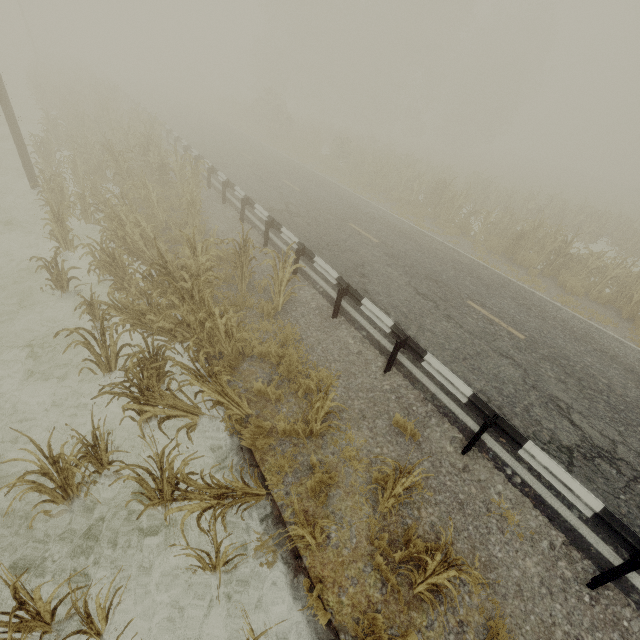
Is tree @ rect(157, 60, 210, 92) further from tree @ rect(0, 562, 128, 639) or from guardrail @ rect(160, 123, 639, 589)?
tree @ rect(0, 562, 128, 639)

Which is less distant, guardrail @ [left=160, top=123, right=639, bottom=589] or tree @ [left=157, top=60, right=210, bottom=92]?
guardrail @ [left=160, top=123, right=639, bottom=589]

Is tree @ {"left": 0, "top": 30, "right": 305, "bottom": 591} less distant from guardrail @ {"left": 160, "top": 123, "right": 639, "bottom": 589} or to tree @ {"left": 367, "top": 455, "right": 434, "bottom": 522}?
tree @ {"left": 367, "top": 455, "right": 434, "bottom": 522}

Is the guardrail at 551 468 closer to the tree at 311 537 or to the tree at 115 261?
the tree at 311 537

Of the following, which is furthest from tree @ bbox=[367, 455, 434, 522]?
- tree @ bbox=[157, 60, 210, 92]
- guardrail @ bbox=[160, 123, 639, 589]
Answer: tree @ bbox=[157, 60, 210, 92]

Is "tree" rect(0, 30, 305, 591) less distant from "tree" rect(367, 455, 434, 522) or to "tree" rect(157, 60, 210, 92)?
"tree" rect(367, 455, 434, 522)

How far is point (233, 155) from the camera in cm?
1914
